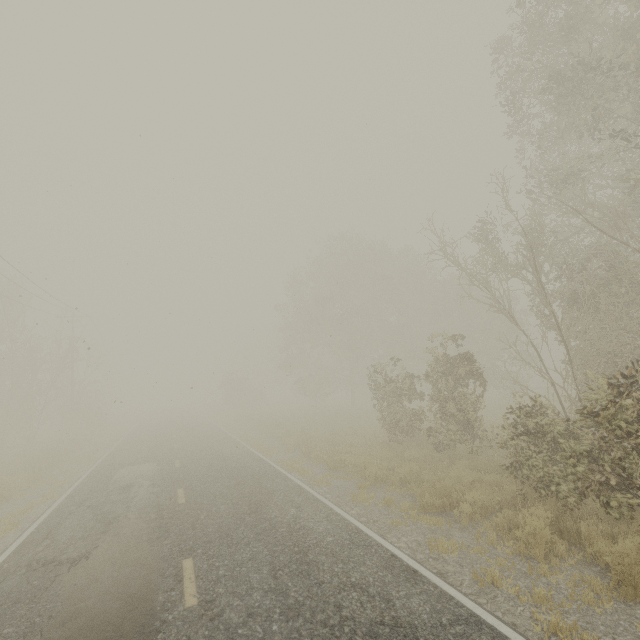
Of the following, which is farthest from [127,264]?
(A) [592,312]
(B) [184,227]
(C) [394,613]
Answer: (A) [592,312]
